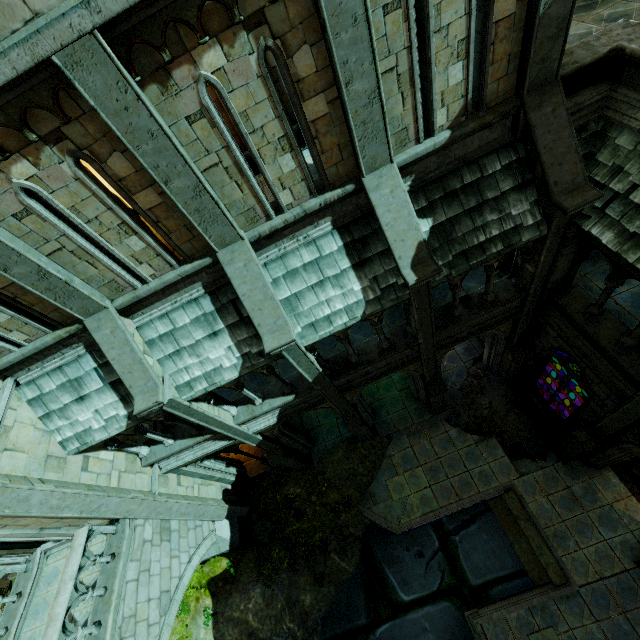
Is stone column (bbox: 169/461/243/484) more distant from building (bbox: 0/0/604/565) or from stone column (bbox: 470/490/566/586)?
stone column (bbox: 470/490/566/586)

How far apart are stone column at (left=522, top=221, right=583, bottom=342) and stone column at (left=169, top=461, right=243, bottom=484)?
12.3 meters

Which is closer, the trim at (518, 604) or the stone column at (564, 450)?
the stone column at (564, 450)

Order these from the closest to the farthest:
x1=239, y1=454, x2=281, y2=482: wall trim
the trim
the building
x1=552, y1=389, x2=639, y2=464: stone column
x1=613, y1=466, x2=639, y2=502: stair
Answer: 1. the building
2. x1=552, y1=389, x2=639, y2=464: stone column
3. the trim
4. x1=613, y1=466, x2=639, y2=502: stair
5. x1=239, y1=454, x2=281, y2=482: wall trim

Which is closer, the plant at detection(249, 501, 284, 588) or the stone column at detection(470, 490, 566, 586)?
the stone column at detection(470, 490, 566, 586)

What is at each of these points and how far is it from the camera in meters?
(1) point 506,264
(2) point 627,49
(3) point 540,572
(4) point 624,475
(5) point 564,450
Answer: (1) stair, 10.3
(2) wall trim, 5.7
(3) stone column, 10.6
(4) stair, 11.1
(5) stone column, 11.1

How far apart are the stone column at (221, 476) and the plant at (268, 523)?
1.2m

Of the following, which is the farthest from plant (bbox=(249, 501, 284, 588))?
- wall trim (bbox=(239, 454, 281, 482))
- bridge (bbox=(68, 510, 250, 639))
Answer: wall trim (bbox=(239, 454, 281, 482))
